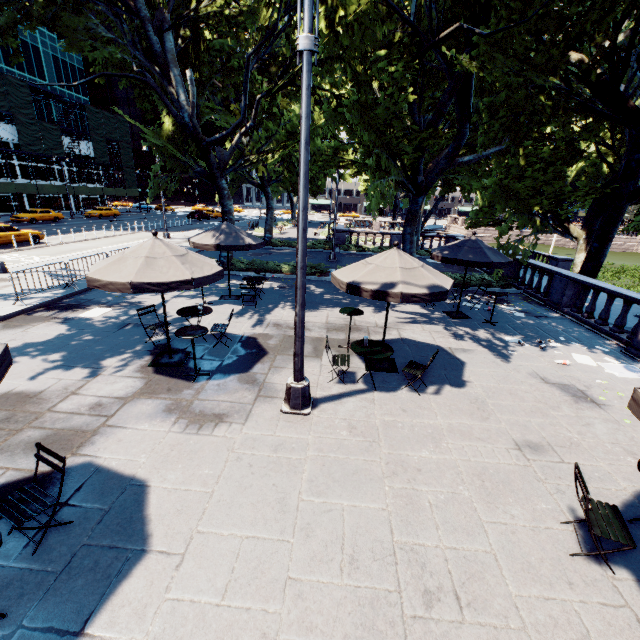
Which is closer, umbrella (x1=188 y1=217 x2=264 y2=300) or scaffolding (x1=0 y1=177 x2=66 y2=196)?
umbrella (x1=188 y1=217 x2=264 y2=300)

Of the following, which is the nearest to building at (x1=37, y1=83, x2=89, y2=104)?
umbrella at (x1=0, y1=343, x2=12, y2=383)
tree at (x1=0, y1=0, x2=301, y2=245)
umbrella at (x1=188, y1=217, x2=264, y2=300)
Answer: tree at (x1=0, y1=0, x2=301, y2=245)

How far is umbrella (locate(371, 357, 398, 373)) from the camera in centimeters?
808cm

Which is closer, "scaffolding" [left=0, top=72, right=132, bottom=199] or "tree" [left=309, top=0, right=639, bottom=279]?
"tree" [left=309, top=0, right=639, bottom=279]

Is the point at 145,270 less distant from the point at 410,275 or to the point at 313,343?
the point at 313,343

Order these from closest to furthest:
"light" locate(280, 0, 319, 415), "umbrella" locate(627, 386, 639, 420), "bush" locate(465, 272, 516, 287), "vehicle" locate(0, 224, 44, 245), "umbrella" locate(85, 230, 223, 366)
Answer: "umbrella" locate(627, 386, 639, 420) < "light" locate(280, 0, 319, 415) < "umbrella" locate(85, 230, 223, 366) < "bush" locate(465, 272, 516, 287) < "vehicle" locate(0, 224, 44, 245)

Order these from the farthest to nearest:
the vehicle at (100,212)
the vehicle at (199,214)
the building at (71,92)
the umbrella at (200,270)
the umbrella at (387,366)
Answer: the vehicle at (199,214), the building at (71,92), the vehicle at (100,212), the umbrella at (387,366), the umbrella at (200,270)

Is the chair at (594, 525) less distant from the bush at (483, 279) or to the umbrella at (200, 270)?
the umbrella at (200, 270)
